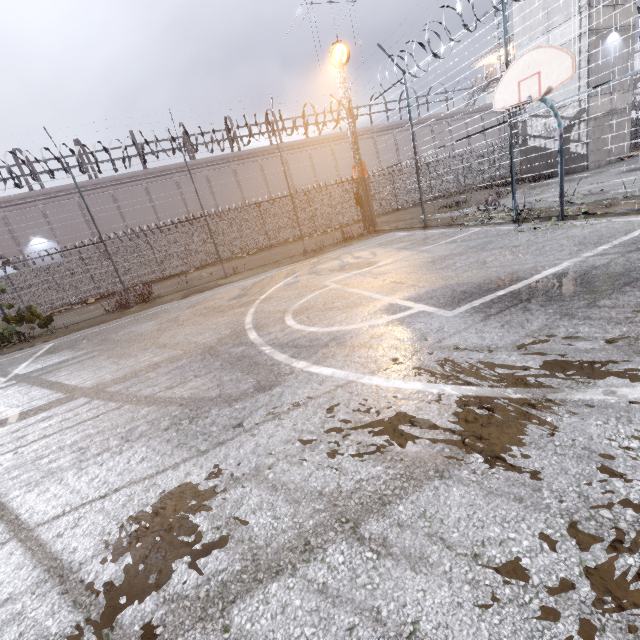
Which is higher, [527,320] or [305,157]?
[305,157]

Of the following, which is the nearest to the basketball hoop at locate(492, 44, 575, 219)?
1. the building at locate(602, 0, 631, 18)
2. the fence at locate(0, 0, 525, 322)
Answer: the fence at locate(0, 0, 525, 322)

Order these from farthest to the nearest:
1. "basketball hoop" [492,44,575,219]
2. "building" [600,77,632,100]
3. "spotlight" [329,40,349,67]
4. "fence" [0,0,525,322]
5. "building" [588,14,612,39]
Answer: "building" [600,77,632,100] → "building" [588,14,612,39] → "spotlight" [329,40,349,67] → "fence" [0,0,525,322] → "basketball hoop" [492,44,575,219]

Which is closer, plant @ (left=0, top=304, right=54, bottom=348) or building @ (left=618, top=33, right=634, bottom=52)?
plant @ (left=0, top=304, right=54, bottom=348)

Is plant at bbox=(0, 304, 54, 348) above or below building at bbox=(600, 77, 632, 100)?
below

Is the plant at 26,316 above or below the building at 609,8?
below

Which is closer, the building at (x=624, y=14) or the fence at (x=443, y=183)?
the fence at (x=443, y=183)
